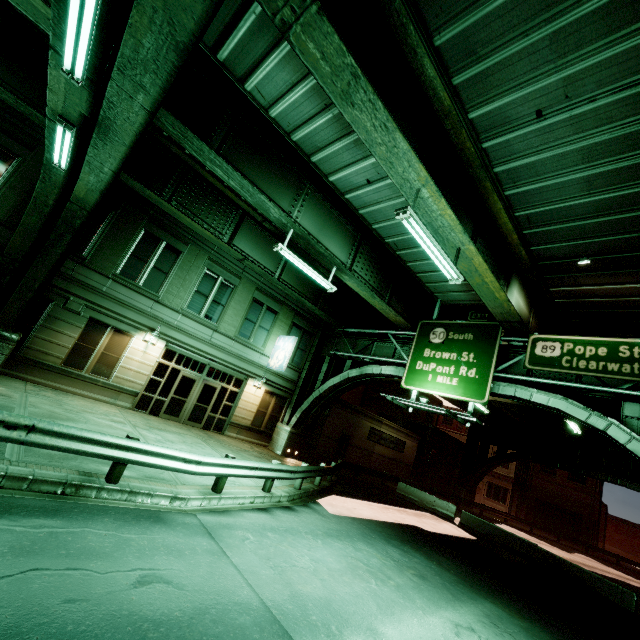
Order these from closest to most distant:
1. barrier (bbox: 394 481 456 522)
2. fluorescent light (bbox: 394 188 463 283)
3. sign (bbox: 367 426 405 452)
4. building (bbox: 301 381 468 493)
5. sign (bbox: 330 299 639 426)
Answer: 1. fluorescent light (bbox: 394 188 463 283)
2. sign (bbox: 330 299 639 426)
3. barrier (bbox: 394 481 456 522)
4. building (bbox: 301 381 468 493)
5. sign (bbox: 367 426 405 452)

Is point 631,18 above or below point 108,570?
above

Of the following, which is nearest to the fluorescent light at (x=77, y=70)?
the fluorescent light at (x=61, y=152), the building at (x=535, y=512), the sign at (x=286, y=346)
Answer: the fluorescent light at (x=61, y=152)

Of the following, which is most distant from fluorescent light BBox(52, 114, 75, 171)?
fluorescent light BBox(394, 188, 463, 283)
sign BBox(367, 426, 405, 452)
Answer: sign BBox(367, 426, 405, 452)

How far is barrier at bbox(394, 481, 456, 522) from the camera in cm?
2128

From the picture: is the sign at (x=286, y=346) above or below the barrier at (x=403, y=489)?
above

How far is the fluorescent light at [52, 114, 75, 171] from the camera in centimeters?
640cm

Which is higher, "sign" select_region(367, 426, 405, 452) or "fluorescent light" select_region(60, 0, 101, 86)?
"fluorescent light" select_region(60, 0, 101, 86)
